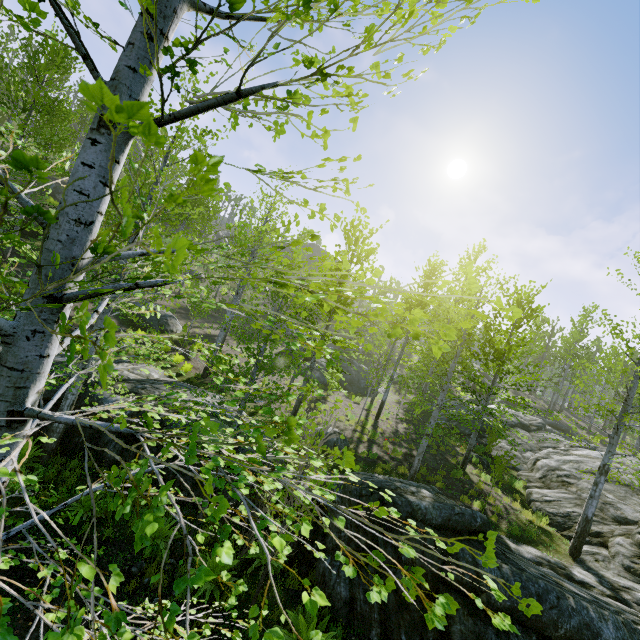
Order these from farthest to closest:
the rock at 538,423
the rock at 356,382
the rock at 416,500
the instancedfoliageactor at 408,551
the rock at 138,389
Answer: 1. the rock at 356,382
2. the rock at 538,423
3. the rock at 138,389
4. the rock at 416,500
5. the instancedfoliageactor at 408,551

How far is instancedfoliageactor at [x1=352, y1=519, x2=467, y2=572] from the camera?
1.3m

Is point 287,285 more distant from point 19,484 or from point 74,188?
point 19,484

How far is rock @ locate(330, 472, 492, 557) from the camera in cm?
667

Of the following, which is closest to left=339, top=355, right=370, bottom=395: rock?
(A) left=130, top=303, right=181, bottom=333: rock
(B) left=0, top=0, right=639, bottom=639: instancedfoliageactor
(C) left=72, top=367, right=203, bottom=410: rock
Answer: (C) left=72, top=367, right=203, bottom=410: rock

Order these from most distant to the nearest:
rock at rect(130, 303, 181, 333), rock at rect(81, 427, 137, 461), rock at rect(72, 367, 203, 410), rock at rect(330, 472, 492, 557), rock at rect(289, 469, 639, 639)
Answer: rock at rect(130, 303, 181, 333) < rock at rect(72, 367, 203, 410) < rock at rect(81, 427, 137, 461) < rock at rect(330, 472, 492, 557) < rock at rect(289, 469, 639, 639)

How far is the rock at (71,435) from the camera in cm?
871
